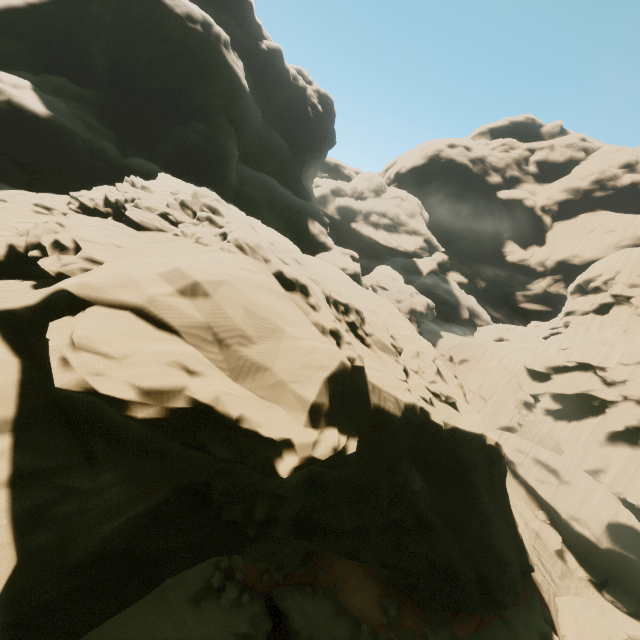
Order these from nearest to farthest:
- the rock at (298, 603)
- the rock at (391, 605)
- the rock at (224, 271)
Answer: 1. the rock at (224, 271)
2. the rock at (298, 603)
3. the rock at (391, 605)

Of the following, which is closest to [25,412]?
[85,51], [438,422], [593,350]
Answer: [438,422]

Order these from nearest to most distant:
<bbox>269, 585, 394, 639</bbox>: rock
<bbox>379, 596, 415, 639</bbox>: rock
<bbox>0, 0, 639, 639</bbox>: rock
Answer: <bbox>0, 0, 639, 639</bbox>: rock
<bbox>269, 585, 394, 639</bbox>: rock
<bbox>379, 596, 415, 639</bbox>: rock

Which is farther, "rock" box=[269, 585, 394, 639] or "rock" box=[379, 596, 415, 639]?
"rock" box=[379, 596, 415, 639]

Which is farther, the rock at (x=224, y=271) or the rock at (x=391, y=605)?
the rock at (x=391, y=605)

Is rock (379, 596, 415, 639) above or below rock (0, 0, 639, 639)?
below
